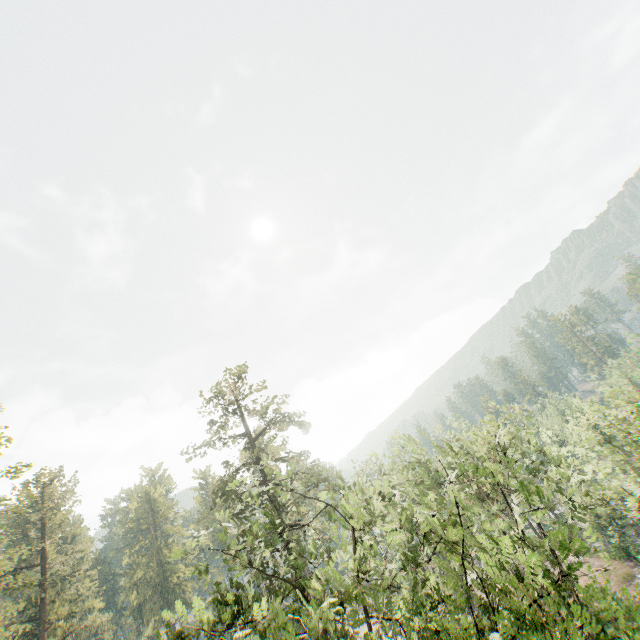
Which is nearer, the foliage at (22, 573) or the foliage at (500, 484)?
the foliage at (500, 484)

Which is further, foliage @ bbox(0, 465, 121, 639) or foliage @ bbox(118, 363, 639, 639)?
foliage @ bbox(0, 465, 121, 639)

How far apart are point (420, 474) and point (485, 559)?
5.1m
